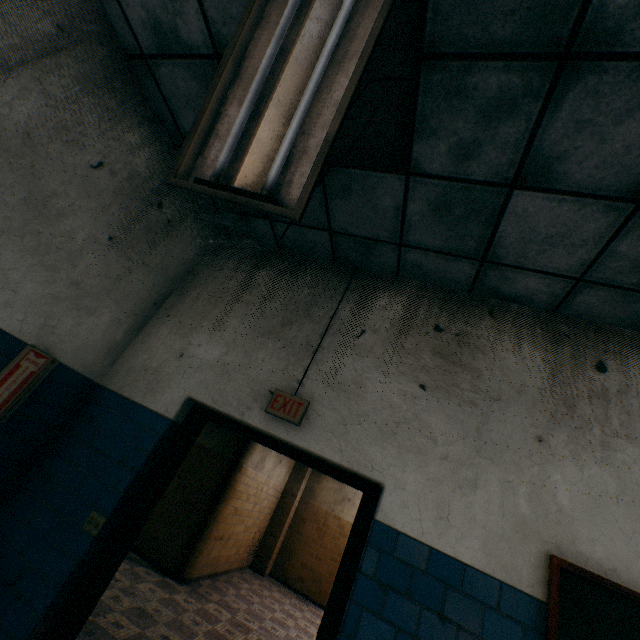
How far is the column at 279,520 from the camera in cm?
823

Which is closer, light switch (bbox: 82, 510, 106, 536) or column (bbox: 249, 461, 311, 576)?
light switch (bbox: 82, 510, 106, 536)

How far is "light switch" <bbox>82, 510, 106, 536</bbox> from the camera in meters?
2.2 m

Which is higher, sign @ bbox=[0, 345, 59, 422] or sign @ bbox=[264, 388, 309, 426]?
sign @ bbox=[264, 388, 309, 426]

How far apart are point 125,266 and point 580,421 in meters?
3.8 m

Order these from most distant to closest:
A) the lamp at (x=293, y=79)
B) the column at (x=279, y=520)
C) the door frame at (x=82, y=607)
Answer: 1. the column at (x=279, y=520)
2. the door frame at (x=82, y=607)
3. the lamp at (x=293, y=79)

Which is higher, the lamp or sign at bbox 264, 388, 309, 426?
the lamp

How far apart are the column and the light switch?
7.57m
